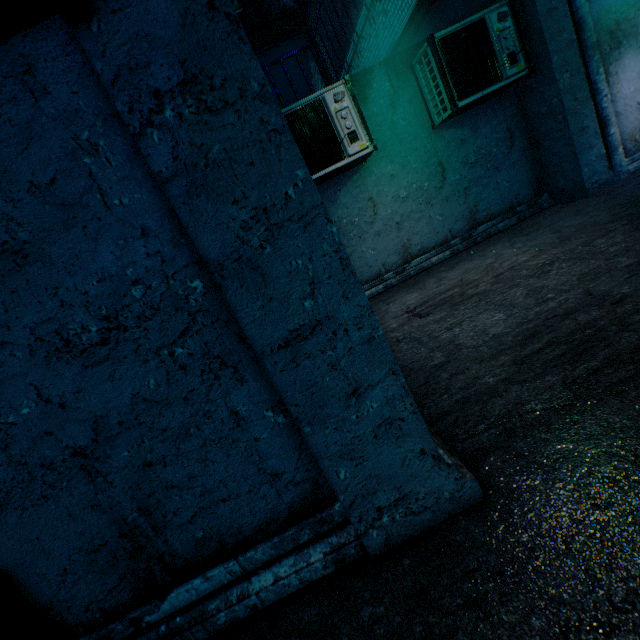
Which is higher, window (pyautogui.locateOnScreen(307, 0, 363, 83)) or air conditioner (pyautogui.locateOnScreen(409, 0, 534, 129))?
window (pyautogui.locateOnScreen(307, 0, 363, 83))

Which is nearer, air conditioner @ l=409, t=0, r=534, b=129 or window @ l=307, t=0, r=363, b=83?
air conditioner @ l=409, t=0, r=534, b=129

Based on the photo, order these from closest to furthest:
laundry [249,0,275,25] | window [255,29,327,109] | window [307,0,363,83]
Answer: laundry [249,0,275,25], window [307,0,363,83], window [255,29,327,109]

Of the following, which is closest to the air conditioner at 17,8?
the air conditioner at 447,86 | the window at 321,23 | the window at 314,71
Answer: the window at 321,23

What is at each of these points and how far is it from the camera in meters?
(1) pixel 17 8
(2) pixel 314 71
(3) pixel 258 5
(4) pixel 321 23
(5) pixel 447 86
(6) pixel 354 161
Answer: (1) air conditioner, 0.7 m
(2) window, 7.9 m
(3) laundry, 3.6 m
(4) window, 6.8 m
(5) air conditioner, 4.1 m
(6) air conditioner, 4.2 m

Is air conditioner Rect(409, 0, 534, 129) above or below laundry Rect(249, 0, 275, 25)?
below

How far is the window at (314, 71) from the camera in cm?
769

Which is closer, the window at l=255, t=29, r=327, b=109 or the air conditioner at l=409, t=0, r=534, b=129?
the air conditioner at l=409, t=0, r=534, b=129
